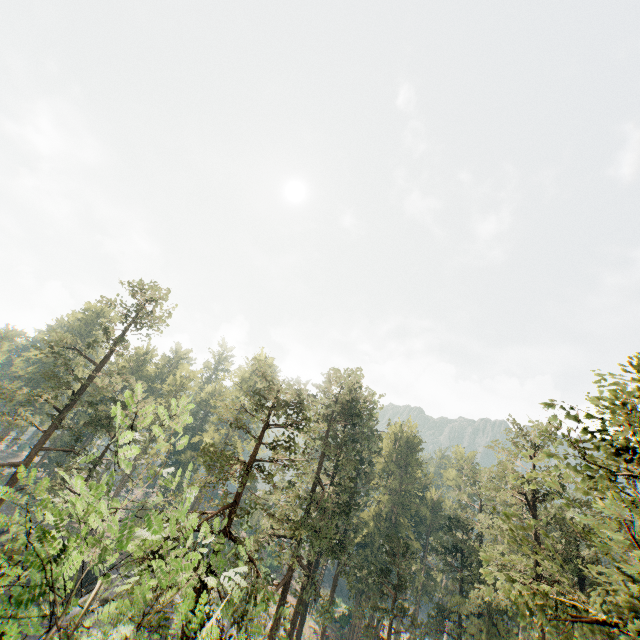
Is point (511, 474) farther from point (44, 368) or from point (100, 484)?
point (44, 368)
